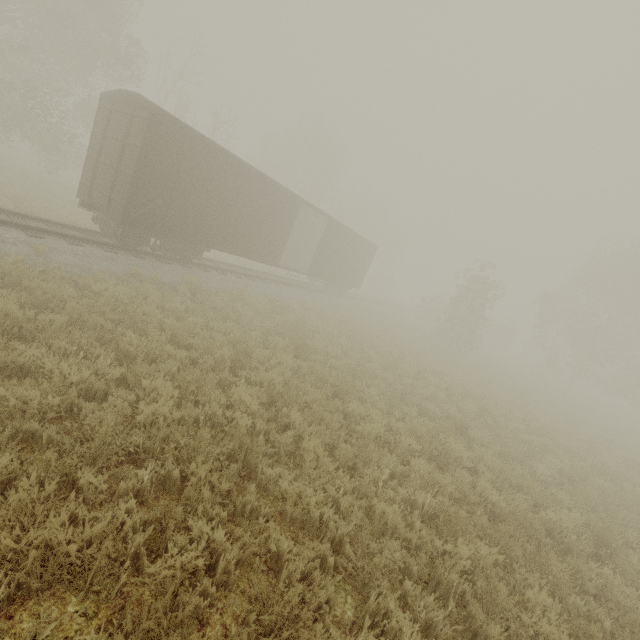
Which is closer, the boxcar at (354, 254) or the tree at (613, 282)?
the boxcar at (354, 254)

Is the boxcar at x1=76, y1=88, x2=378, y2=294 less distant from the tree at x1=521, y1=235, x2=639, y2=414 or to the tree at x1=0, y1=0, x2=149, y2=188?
the tree at x1=0, y1=0, x2=149, y2=188

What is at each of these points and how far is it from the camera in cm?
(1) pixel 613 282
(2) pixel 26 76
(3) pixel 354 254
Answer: (1) tree, 2909
(2) tree, 2234
(3) boxcar, 2283

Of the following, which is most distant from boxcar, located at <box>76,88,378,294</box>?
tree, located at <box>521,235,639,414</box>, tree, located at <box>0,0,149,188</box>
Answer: tree, located at <box>521,235,639,414</box>

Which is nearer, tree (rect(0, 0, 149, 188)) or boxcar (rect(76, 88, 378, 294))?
boxcar (rect(76, 88, 378, 294))

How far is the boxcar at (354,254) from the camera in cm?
1005

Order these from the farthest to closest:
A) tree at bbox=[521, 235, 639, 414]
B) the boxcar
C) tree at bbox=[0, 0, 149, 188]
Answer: tree at bbox=[521, 235, 639, 414] < tree at bbox=[0, 0, 149, 188] < the boxcar
